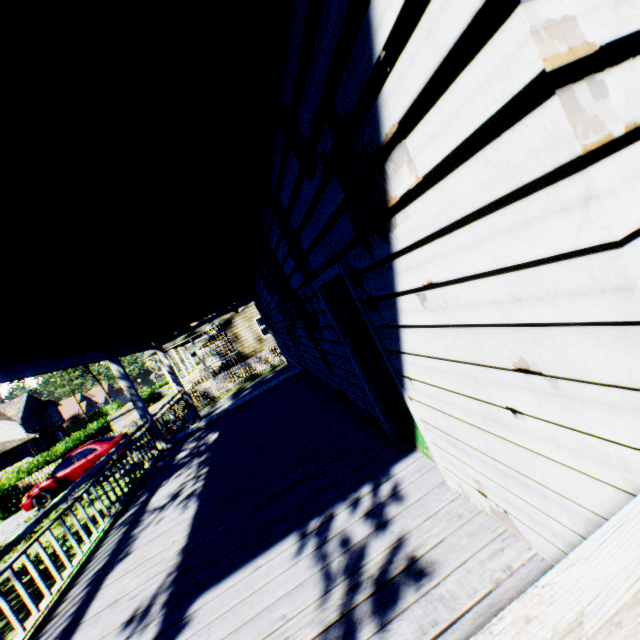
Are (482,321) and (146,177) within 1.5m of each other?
no

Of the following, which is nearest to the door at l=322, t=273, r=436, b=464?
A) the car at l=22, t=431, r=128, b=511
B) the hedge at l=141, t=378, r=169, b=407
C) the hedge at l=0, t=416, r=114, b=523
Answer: the car at l=22, t=431, r=128, b=511

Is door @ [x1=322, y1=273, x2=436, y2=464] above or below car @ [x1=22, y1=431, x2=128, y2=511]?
above

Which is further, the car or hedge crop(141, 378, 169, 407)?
hedge crop(141, 378, 169, 407)

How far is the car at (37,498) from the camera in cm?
1505

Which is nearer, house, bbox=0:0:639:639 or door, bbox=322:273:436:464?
→ house, bbox=0:0:639:639

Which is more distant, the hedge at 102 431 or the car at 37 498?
the hedge at 102 431

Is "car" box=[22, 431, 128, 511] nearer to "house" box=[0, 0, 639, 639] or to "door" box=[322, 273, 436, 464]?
"house" box=[0, 0, 639, 639]
